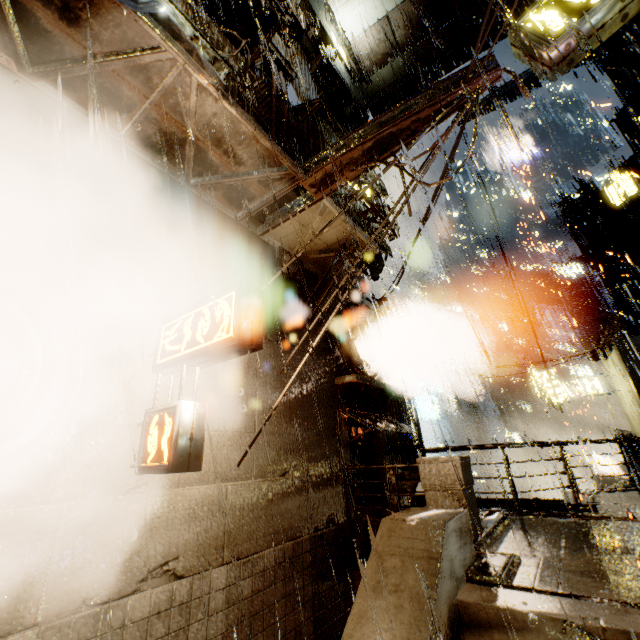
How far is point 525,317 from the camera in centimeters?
5541cm

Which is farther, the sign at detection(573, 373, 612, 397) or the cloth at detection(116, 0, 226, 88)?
the sign at detection(573, 373, 612, 397)

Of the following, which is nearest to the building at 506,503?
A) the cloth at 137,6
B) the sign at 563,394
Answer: the cloth at 137,6

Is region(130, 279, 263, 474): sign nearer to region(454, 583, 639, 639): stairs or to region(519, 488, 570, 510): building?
region(519, 488, 570, 510): building

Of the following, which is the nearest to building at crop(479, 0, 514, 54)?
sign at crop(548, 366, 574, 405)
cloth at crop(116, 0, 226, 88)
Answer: cloth at crop(116, 0, 226, 88)

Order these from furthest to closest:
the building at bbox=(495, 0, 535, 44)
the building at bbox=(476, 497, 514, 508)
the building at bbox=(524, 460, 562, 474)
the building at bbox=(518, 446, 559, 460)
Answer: the building at bbox=(518, 446, 559, 460) < the building at bbox=(524, 460, 562, 474) < the building at bbox=(495, 0, 535, 44) < the building at bbox=(476, 497, 514, 508)

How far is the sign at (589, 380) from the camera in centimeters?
1936cm

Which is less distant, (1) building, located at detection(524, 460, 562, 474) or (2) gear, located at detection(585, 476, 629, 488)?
(2) gear, located at detection(585, 476, 629, 488)
